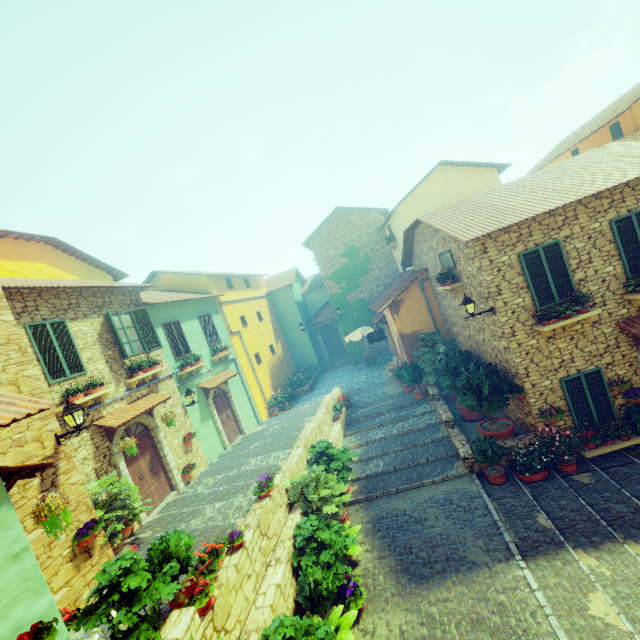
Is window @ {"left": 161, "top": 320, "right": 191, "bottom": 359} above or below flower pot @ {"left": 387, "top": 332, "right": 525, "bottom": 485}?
above

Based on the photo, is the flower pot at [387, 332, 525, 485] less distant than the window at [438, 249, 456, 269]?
Yes

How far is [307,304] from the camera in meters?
28.9 m

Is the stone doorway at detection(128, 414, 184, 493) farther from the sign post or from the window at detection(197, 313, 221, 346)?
the sign post

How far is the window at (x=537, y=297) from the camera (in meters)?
8.77

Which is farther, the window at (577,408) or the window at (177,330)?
the window at (177,330)

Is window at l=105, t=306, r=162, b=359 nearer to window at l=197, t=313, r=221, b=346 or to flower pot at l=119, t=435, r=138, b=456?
window at l=197, t=313, r=221, b=346

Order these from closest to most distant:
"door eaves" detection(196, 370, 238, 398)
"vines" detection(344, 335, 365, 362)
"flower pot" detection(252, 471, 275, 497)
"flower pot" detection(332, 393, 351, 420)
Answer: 1. "flower pot" detection(252, 471, 275, 497)
2. "door eaves" detection(196, 370, 238, 398)
3. "flower pot" detection(332, 393, 351, 420)
4. "vines" detection(344, 335, 365, 362)
